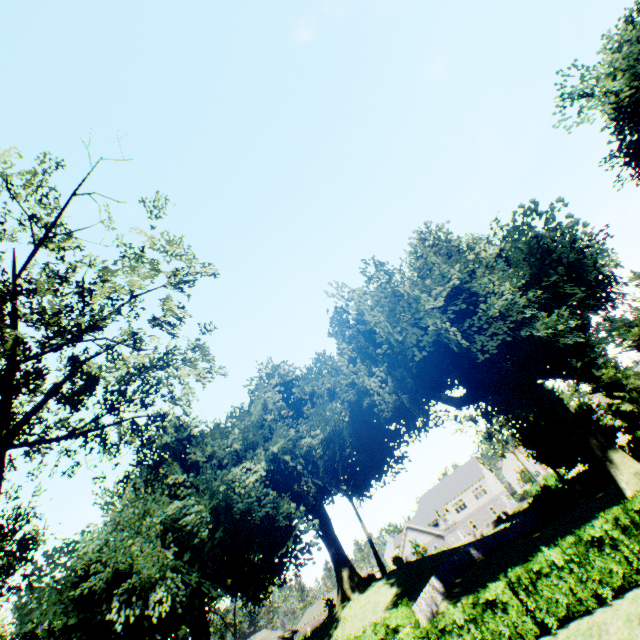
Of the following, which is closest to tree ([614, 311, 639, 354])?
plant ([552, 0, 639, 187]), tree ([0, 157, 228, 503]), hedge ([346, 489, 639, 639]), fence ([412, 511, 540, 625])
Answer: plant ([552, 0, 639, 187])

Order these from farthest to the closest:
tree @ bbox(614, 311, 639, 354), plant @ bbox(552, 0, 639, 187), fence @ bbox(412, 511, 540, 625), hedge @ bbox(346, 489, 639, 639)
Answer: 1. tree @ bbox(614, 311, 639, 354)
2. fence @ bbox(412, 511, 540, 625)
3. plant @ bbox(552, 0, 639, 187)
4. hedge @ bbox(346, 489, 639, 639)

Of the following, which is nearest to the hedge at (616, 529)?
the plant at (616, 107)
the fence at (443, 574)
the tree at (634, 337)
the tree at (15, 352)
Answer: the fence at (443, 574)

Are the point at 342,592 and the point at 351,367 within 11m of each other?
no

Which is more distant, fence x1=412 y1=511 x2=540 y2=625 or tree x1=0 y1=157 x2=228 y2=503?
fence x1=412 y1=511 x2=540 y2=625

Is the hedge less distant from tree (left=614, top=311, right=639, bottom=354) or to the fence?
the fence

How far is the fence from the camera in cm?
2134
